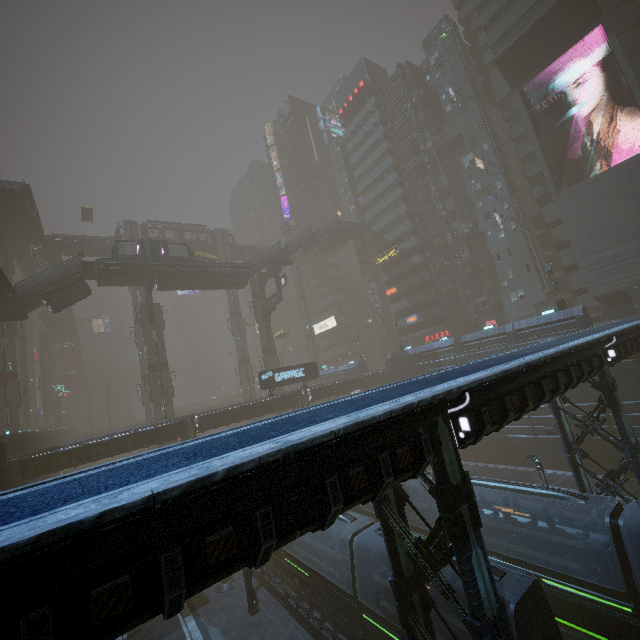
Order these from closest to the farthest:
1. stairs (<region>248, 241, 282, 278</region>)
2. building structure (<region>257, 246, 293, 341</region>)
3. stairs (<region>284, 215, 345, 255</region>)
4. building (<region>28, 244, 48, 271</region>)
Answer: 1. stairs (<region>248, 241, 282, 278</region>)
2. building structure (<region>257, 246, 293, 341</region>)
3. building (<region>28, 244, 48, 271</region>)
4. stairs (<region>284, 215, 345, 255</region>)

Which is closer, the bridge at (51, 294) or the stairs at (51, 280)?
the stairs at (51, 280)

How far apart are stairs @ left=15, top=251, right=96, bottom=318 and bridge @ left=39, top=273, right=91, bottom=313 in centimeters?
1cm

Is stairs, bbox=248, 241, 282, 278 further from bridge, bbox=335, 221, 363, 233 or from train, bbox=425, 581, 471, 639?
train, bbox=425, 581, 471, 639

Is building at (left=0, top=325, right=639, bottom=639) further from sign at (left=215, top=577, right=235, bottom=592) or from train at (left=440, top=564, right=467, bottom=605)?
sign at (left=215, top=577, right=235, bottom=592)

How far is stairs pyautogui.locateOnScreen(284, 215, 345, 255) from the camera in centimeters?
5118cm

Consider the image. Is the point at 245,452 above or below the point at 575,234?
below

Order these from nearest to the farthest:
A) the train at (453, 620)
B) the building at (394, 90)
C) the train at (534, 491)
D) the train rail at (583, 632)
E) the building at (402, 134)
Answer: the train at (453, 620) → the train rail at (583, 632) → the train at (534, 491) → the building at (402, 134) → the building at (394, 90)
